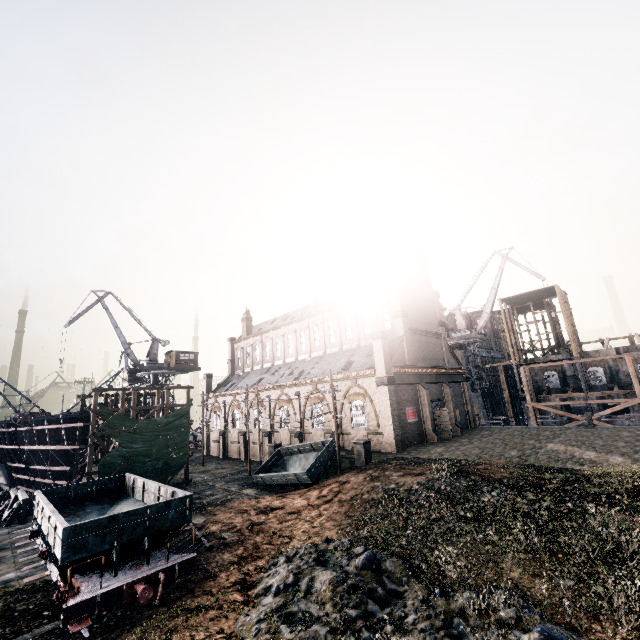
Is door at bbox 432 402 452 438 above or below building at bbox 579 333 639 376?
below

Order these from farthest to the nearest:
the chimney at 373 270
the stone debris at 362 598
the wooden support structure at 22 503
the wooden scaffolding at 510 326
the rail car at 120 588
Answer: the wooden scaffolding at 510 326 < the chimney at 373 270 < the wooden support structure at 22 503 < the rail car at 120 588 < the stone debris at 362 598

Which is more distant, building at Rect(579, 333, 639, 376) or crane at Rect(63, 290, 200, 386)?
crane at Rect(63, 290, 200, 386)

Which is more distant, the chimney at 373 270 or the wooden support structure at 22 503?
the chimney at 373 270

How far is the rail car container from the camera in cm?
2466

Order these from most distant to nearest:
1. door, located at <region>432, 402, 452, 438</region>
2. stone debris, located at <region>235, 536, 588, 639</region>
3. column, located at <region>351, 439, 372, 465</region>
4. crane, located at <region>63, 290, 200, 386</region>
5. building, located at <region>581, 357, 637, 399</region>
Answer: crane, located at <region>63, 290, 200, 386</region> → building, located at <region>581, 357, 637, 399</region> → door, located at <region>432, 402, 452, 438</region> → column, located at <region>351, 439, 372, 465</region> → stone debris, located at <region>235, 536, 588, 639</region>

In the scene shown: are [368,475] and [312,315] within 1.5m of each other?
no

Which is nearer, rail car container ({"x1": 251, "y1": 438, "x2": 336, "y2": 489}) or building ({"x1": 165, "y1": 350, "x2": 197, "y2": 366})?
rail car container ({"x1": 251, "y1": 438, "x2": 336, "y2": 489})
